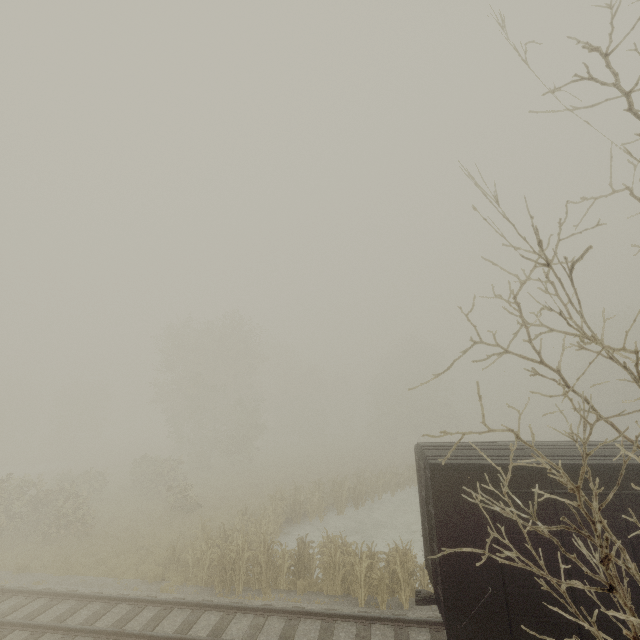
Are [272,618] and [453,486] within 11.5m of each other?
yes

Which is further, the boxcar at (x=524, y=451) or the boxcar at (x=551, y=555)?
the boxcar at (x=524, y=451)

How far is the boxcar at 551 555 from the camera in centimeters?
678cm

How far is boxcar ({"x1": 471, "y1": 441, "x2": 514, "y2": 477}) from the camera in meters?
7.5

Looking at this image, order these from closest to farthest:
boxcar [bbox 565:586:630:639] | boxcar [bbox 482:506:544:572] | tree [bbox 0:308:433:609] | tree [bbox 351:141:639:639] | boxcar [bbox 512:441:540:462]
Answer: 1. tree [bbox 351:141:639:639]
2. boxcar [bbox 565:586:630:639]
3. boxcar [bbox 482:506:544:572]
4. boxcar [bbox 512:441:540:462]
5. tree [bbox 0:308:433:609]

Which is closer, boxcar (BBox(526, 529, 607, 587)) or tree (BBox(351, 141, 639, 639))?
tree (BBox(351, 141, 639, 639))
